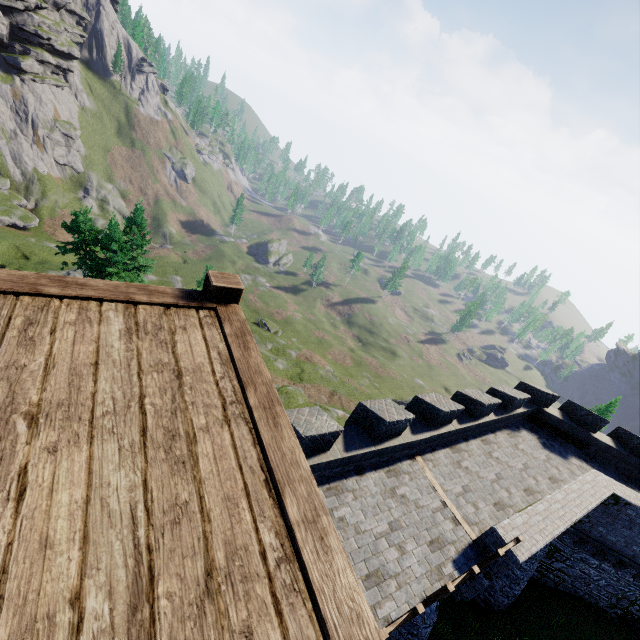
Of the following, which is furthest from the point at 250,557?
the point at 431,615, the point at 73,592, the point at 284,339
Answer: the point at 284,339

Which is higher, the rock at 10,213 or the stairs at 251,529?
the stairs at 251,529

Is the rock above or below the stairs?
below

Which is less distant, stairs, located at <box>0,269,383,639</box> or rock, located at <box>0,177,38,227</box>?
stairs, located at <box>0,269,383,639</box>

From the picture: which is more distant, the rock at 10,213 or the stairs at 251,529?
the rock at 10,213
